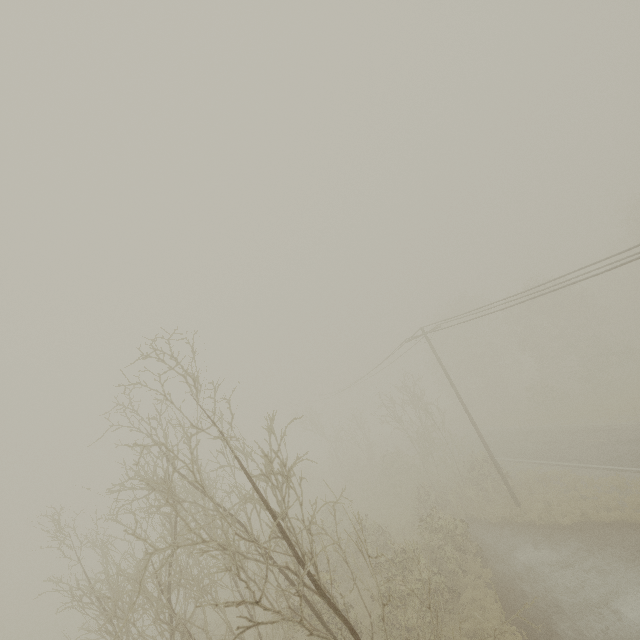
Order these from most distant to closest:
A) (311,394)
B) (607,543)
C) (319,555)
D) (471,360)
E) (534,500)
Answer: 1. (311,394)
2. (471,360)
3. (319,555)
4. (534,500)
5. (607,543)
